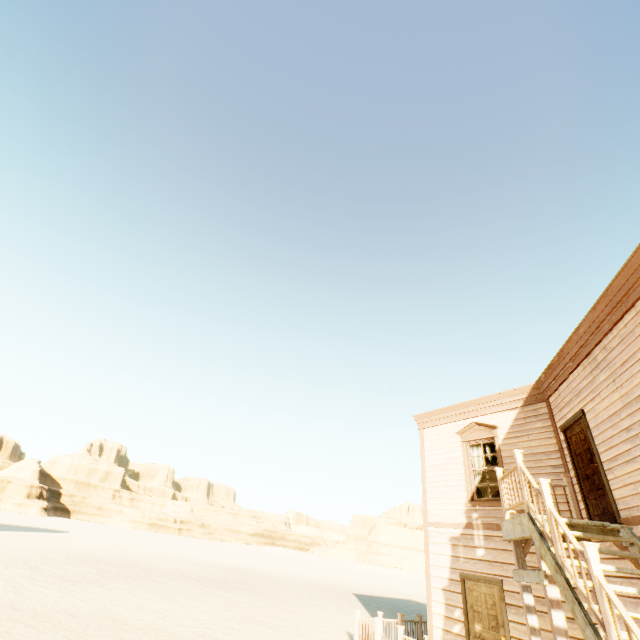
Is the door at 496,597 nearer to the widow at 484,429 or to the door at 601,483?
the widow at 484,429

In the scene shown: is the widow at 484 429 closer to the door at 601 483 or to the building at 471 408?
the building at 471 408

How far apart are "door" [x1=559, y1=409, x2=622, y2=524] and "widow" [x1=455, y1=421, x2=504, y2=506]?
1.8 meters

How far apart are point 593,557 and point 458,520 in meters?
6.0

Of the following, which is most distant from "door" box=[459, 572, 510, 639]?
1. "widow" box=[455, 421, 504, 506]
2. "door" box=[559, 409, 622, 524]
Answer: "door" box=[559, 409, 622, 524]

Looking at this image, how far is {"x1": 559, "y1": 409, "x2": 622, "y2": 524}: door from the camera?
6.1 meters

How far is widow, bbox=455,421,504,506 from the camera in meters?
8.9

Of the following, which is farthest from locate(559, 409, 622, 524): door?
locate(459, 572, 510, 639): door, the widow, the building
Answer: locate(459, 572, 510, 639): door
